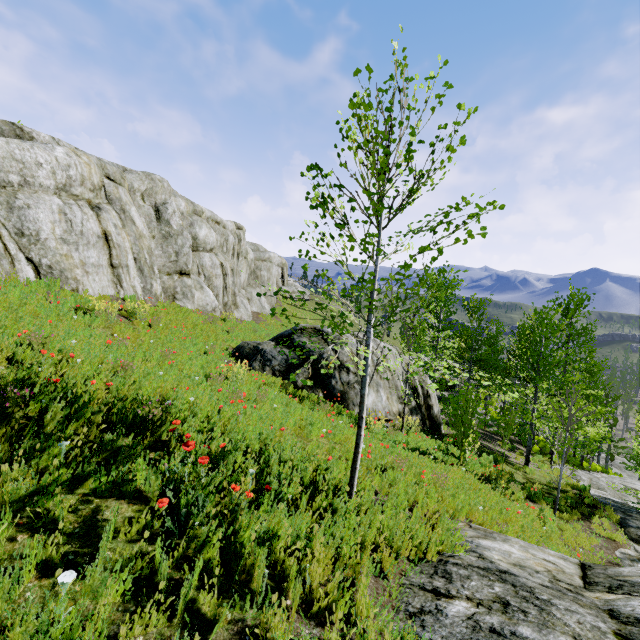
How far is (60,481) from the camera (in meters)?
3.10

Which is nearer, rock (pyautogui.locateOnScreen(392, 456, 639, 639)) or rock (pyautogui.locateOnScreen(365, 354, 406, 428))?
rock (pyautogui.locateOnScreen(392, 456, 639, 639))

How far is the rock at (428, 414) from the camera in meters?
12.7 m

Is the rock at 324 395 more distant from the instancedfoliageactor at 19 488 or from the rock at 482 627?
the instancedfoliageactor at 19 488

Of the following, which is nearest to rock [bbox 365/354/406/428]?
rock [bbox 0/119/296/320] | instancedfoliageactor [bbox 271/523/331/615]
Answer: instancedfoliageactor [bbox 271/523/331/615]

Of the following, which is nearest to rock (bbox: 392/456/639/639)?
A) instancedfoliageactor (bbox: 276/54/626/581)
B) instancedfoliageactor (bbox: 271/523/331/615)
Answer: instancedfoliageactor (bbox: 276/54/626/581)

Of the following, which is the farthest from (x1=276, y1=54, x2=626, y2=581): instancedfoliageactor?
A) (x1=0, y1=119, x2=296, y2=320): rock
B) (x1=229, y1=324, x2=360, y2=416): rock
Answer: (x1=229, y1=324, x2=360, y2=416): rock
